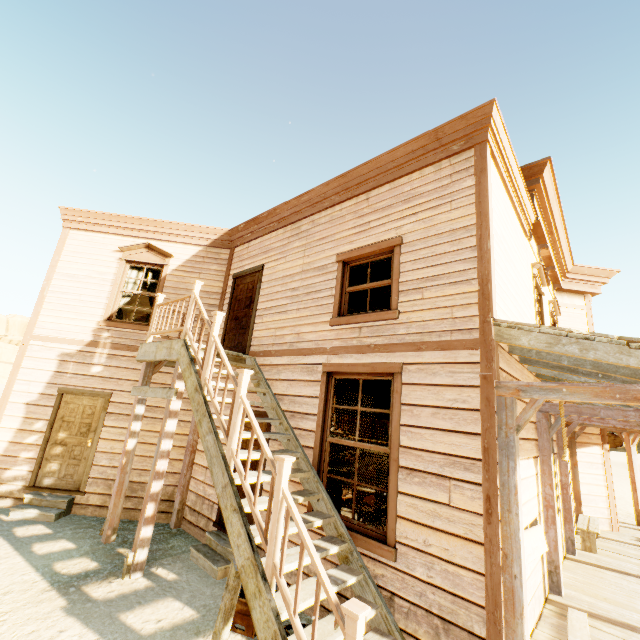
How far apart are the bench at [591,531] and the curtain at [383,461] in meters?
5.6

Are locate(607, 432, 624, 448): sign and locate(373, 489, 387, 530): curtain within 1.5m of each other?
no

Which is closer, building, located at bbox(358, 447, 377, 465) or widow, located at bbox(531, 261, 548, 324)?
widow, located at bbox(531, 261, 548, 324)

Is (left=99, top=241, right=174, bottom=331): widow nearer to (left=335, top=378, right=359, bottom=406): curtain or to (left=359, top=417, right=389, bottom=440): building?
(left=359, top=417, right=389, bottom=440): building

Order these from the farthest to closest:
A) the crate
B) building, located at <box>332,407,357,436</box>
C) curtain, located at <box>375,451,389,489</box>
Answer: building, located at <box>332,407,357,436</box> < curtain, located at <box>375,451,389,489</box> < the crate

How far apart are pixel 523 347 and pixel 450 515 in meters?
Answer: 2.1

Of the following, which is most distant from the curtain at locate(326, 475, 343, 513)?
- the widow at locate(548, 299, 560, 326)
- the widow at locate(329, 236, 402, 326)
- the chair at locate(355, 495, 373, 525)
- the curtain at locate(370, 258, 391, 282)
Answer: the widow at locate(548, 299, 560, 326)

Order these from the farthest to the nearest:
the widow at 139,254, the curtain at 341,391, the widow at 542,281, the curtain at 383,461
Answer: the widow at 139,254
the widow at 542,281
the curtain at 341,391
the curtain at 383,461
